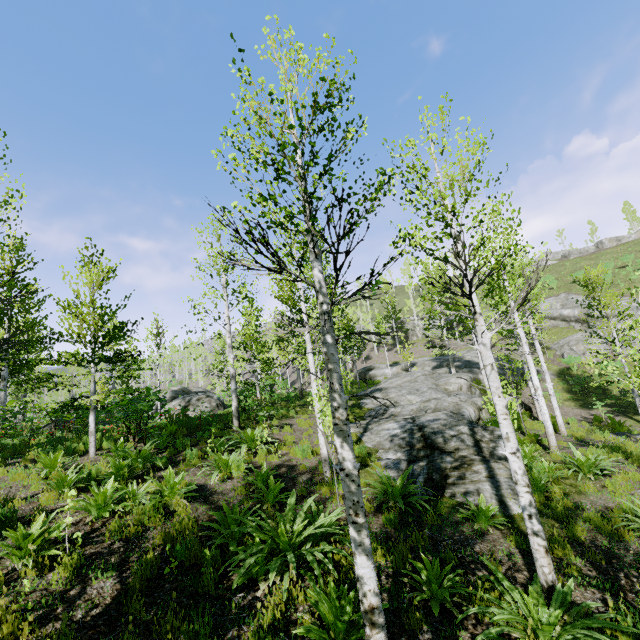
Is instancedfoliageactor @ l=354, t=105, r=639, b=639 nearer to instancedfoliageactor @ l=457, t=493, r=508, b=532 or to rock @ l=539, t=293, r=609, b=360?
instancedfoliageactor @ l=457, t=493, r=508, b=532

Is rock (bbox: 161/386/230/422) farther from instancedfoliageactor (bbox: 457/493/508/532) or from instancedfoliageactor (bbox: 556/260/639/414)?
instancedfoliageactor (bbox: 457/493/508/532)

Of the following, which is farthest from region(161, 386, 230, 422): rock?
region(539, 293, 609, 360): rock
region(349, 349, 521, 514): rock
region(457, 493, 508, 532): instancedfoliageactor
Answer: region(539, 293, 609, 360): rock

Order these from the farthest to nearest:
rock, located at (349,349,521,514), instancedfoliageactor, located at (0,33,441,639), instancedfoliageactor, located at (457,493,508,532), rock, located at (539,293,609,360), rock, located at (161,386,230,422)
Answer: rock, located at (539,293,609,360) < rock, located at (161,386,230,422) < rock, located at (349,349,521,514) < instancedfoliageactor, located at (457,493,508,532) < instancedfoliageactor, located at (0,33,441,639)

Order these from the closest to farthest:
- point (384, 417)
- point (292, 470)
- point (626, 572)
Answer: point (626, 572) → point (292, 470) → point (384, 417)

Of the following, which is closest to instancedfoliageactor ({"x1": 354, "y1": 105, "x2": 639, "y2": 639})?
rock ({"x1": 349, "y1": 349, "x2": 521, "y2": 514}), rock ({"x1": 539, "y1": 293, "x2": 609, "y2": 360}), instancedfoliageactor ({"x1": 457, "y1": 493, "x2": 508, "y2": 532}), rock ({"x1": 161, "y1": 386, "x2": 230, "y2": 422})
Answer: rock ({"x1": 349, "y1": 349, "x2": 521, "y2": 514})

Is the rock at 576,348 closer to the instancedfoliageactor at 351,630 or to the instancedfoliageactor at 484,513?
the instancedfoliageactor at 351,630
